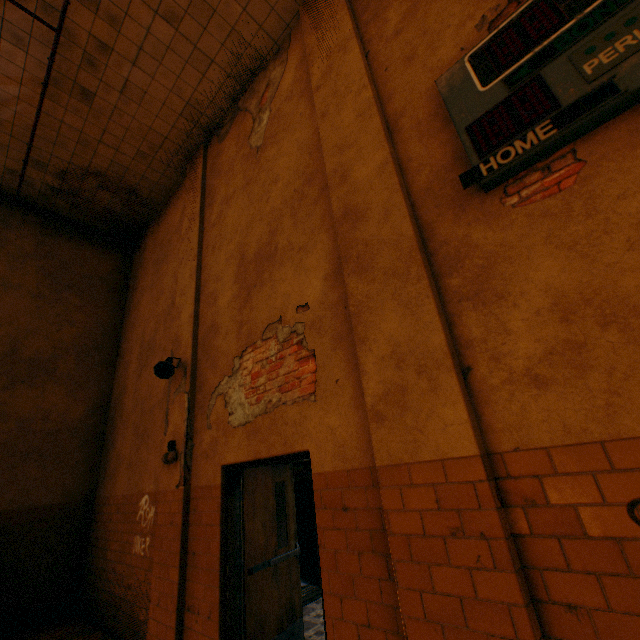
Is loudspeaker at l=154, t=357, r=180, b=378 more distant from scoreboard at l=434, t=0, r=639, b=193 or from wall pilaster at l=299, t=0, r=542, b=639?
scoreboard at l=434, t=0, r=639, b=193

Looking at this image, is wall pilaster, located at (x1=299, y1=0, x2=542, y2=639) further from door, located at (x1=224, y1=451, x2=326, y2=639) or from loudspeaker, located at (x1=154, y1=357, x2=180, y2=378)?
→ loudspeaker, located at (x1=154, y1=357, x2=180, y2=378)

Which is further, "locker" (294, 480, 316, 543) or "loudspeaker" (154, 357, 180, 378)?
"locker" (294, 480, 316, 543)

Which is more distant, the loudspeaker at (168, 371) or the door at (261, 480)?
the loudspeaker at (168, 371)

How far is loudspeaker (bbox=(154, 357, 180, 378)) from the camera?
4.97m

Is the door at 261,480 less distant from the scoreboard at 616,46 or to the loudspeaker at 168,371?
the loudspeaker at 168,371

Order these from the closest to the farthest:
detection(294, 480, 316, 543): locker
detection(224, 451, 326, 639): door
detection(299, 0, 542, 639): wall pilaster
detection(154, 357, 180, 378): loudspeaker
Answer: detection(299, 0, 542, 639): wall pilaster
detection(224, 451, 326, 639): door
detection(154, 357, 180, 378): loudspeaker
detection(294, 480, 316, 543): locker

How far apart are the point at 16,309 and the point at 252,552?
7.6m
